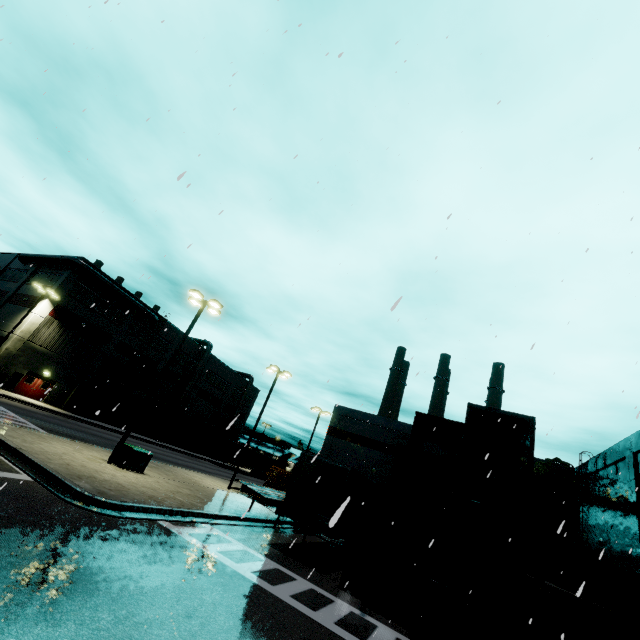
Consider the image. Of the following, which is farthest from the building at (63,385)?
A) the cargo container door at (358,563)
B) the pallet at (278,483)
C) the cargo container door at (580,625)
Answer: the cargo container door at (358,563)

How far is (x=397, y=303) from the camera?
2.77m

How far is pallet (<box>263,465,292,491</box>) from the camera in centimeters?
2583cm

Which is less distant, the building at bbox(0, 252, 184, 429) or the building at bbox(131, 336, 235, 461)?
the building at bbox(0, 252, 184, 429)

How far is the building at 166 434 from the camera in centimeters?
4622cm

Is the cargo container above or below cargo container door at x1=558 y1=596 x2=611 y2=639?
above

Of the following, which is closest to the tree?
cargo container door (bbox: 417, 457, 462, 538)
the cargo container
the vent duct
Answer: the cargo container

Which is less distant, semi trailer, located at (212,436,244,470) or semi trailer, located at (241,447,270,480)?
semi trailer, located at (212,436,244,470)
